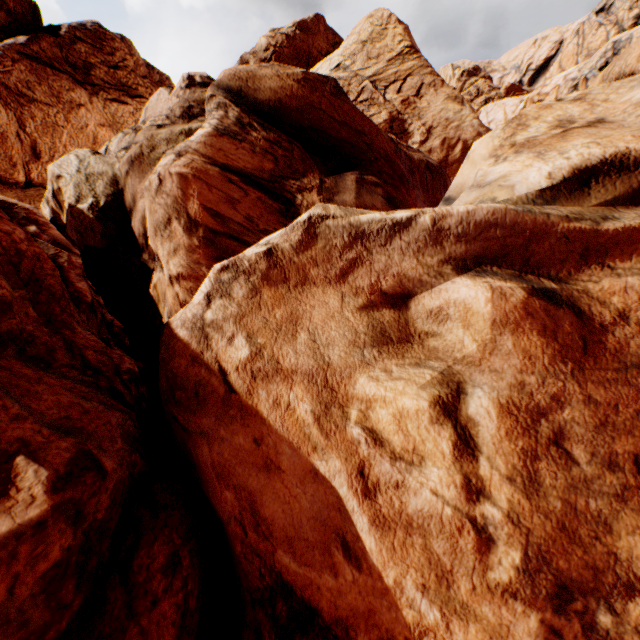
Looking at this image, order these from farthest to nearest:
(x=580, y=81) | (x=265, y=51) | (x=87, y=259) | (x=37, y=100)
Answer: (x=265, y=51) → (x=580, y=81) → (x=37, y=100) → (x=87, y=259)
